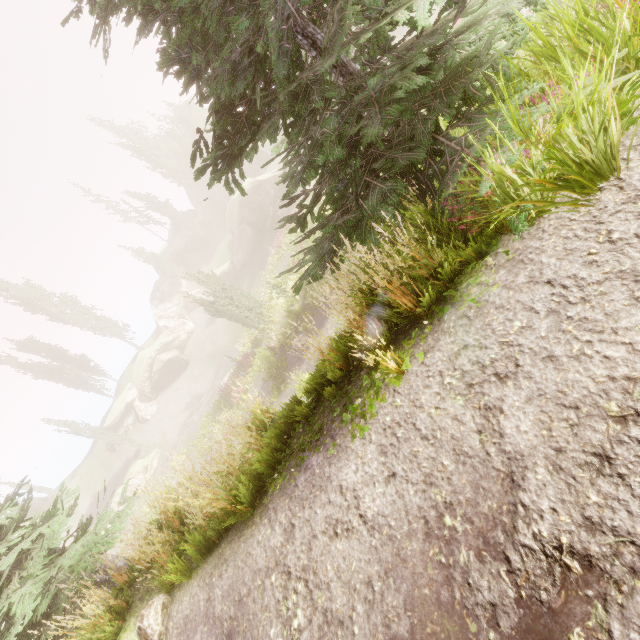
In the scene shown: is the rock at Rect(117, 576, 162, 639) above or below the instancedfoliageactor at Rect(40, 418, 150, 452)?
below

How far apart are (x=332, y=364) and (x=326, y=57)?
3.8m

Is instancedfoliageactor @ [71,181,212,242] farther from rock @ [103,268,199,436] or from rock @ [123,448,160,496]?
rock @ [123,448,160,496]

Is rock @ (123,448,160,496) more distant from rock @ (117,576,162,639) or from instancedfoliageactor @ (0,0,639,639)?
rock @ (117,576,162,639)

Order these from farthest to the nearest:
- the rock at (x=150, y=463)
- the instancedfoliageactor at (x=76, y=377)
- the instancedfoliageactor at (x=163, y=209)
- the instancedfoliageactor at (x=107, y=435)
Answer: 1. the instancedfoliageactor at (x=163, y=209)
2. the instancedfoliageactor at (x=76, y=377)
3. the instancedfoliageactor at (x=107, y=435)
4. the rock at (x=150, y=463)

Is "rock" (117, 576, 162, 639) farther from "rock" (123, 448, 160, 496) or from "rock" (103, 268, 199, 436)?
"rock" (103, 268, 199, 436)

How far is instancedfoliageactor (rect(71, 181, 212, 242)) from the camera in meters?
48.3 m

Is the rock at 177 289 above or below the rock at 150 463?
above
